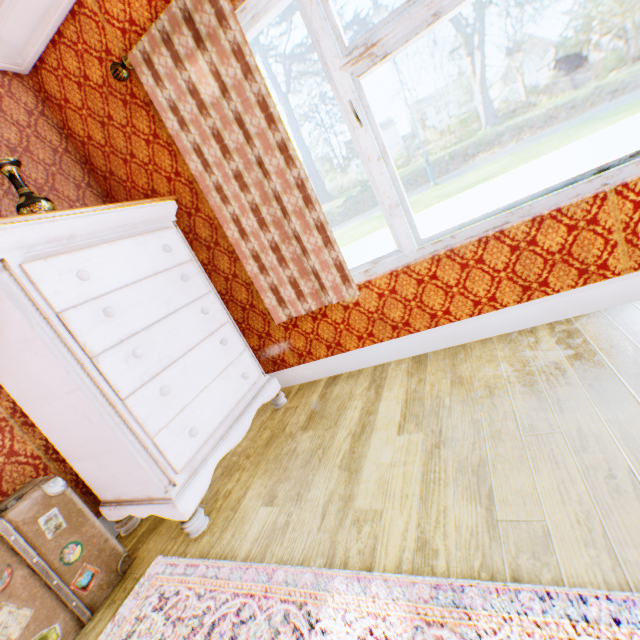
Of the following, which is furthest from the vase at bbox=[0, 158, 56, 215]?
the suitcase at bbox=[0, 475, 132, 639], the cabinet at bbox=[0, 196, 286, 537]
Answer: the suitcase at bbox=[0, 475, 132, 639]

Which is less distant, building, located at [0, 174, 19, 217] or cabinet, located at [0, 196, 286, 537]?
cabinet, located at [0, 196, 286, 537]

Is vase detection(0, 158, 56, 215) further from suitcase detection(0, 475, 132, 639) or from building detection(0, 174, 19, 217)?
suitcase detection(0, 475, 132, 639)

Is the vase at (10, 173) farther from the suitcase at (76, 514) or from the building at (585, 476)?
the suitcase at (76, 514)

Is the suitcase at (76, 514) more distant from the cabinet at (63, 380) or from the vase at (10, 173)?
the vase at (10, 173)

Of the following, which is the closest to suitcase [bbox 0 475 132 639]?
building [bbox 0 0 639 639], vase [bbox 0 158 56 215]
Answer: building [bbox 0 0 639 639]

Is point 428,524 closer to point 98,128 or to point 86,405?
point 86,405

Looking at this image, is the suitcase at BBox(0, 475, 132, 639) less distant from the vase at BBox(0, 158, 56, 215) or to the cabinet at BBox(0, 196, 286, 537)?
the cabinet at BBox(0, 196, 286, 537)
